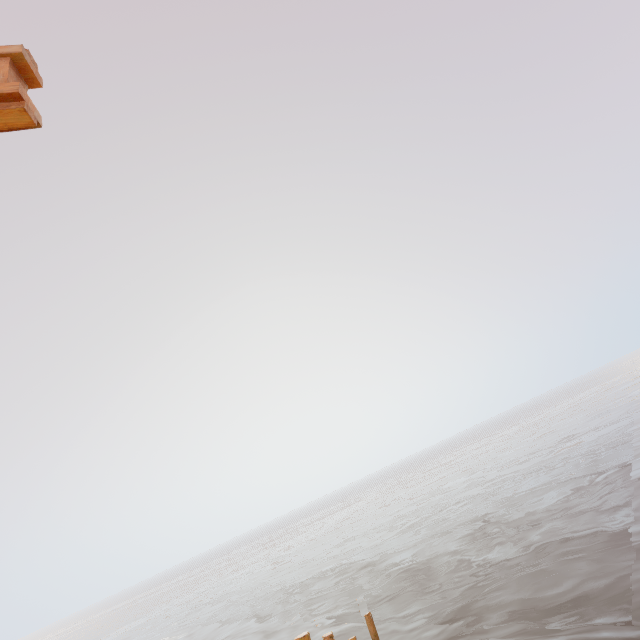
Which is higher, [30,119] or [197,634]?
[30,119]
